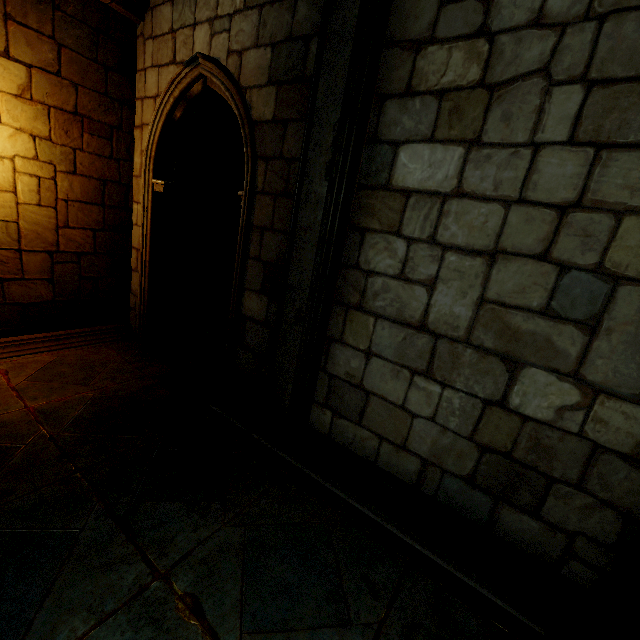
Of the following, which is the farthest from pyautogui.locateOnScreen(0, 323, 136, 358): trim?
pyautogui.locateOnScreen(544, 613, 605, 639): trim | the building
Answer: pyautogui.locateOnScreen(544, 613, 605, 639): trim

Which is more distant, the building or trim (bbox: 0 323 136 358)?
trim (bbox: 0 323 136 358)

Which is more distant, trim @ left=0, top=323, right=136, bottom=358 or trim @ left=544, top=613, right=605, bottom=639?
trim @ left=0, top=323, right=136, bottom=358

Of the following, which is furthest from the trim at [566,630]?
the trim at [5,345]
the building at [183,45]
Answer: the trim at [5,345]

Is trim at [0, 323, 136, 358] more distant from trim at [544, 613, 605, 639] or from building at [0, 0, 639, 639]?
trim at [544, 613, 605, 639]

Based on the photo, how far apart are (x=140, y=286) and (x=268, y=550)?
4.3m

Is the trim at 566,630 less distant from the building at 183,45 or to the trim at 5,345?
the building at 183,45
